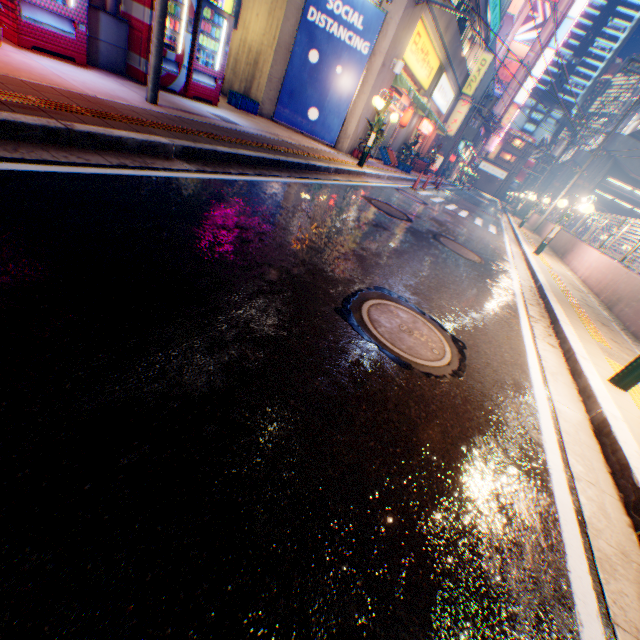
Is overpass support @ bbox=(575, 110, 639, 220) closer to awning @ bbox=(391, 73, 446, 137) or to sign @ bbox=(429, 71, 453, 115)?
awning @ bbox=(391, 73, 446, 137)

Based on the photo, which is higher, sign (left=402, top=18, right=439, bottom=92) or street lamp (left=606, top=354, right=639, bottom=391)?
sign (left=402, top=18, right=439, bottom=92)

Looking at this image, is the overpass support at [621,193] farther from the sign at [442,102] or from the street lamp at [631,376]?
the sign at [442,102]

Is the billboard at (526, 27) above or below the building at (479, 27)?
above

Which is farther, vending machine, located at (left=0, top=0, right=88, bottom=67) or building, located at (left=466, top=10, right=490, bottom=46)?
building, located at (left=466, top=10, right=490, bottom=46)

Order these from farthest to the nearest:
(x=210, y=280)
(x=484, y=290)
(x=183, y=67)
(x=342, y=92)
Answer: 1. (x=342, y=92)
2. (x=183, y=67)
3. (x=484, y=290)
4. (x=210, y=280)

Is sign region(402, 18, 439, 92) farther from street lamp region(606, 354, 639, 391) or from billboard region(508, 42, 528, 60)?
billboard region(508, 42, 528, 60)

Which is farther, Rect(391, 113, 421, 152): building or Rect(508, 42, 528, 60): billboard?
Rect(508, 42, 528, 60): billboard
